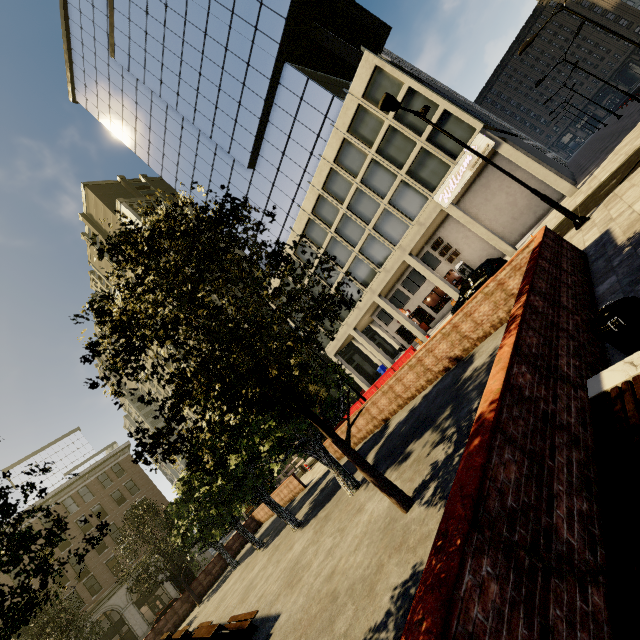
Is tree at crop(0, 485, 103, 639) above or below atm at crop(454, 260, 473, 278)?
above

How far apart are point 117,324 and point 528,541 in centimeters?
497cm

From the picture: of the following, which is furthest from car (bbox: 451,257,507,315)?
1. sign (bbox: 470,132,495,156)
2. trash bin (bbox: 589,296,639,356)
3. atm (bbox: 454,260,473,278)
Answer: trash bin (bbox: 589,296,639,356)

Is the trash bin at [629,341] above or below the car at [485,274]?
below

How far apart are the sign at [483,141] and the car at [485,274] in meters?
7.3

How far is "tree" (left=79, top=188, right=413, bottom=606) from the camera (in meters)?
4.68

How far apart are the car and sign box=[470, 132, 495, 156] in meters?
7.3

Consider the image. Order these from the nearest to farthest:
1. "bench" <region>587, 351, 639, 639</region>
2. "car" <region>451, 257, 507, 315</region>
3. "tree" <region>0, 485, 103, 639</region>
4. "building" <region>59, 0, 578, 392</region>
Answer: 1. "bench" <region>587, 351, 639, 639</region>
2. "tree" <region>0, 485, 103, 639</region>
3. "car" <region>451, 257, 507, 315</region>
4. "building" <region>59, 0, 578, 392</region>
